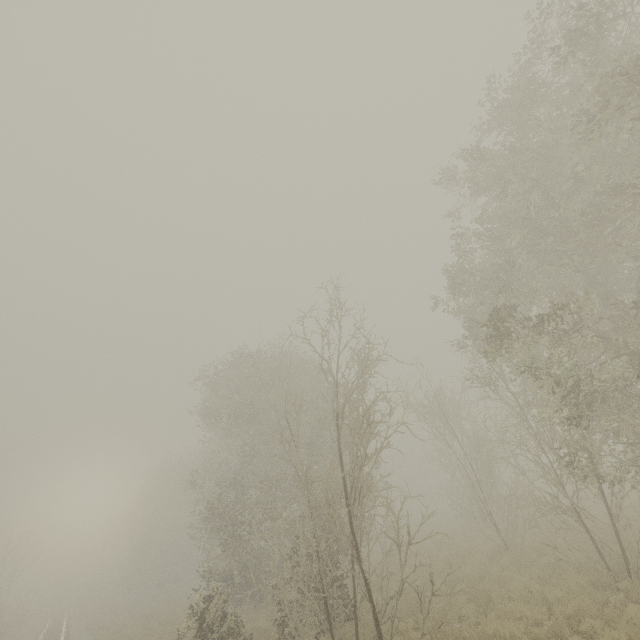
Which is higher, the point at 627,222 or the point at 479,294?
the point at 479,294
